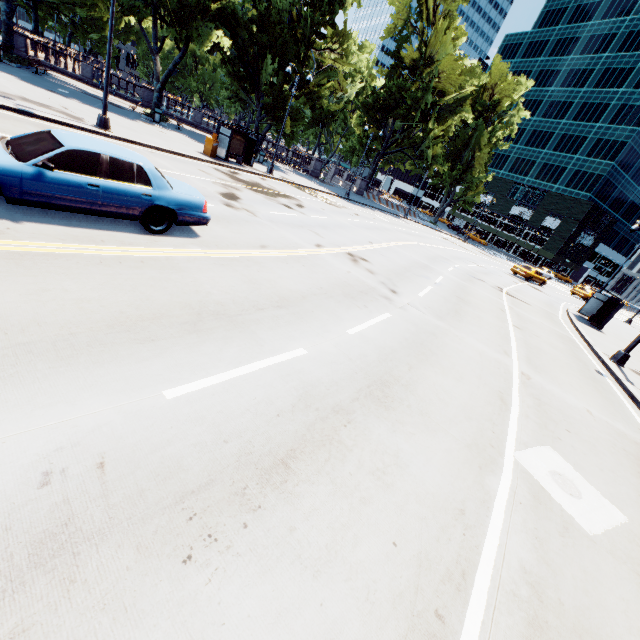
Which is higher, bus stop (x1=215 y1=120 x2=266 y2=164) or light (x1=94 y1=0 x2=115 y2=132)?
bus stop (x1=215 y1=120 x2=266 y2=164)

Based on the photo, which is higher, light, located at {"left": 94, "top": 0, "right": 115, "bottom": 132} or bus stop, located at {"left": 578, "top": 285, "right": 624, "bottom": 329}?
bus stop, located at {"left": 578, "top": 285, "right": 624, "bottom": 329}

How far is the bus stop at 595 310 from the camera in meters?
21.5 m

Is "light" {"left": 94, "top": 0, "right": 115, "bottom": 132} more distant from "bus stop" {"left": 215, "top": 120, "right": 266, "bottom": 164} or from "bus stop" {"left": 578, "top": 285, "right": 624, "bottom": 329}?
"bus stop" {"left": 578, "top": 285, "right": 624, "bottom": 329}

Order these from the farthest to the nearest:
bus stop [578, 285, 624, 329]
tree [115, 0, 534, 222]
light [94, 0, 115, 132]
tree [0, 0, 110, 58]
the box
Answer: tree [115, 0, 534, 222] → tree [0, 0, 110, 58] → bus stop [578, 285, 624, 329] → the box → light [94, 0, 115, 132]

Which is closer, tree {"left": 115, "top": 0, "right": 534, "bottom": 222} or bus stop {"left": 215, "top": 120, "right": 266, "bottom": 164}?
bus stop {"left": 215, "top": 120, "right": 266, "bottom": 164}

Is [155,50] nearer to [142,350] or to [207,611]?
[142,350]

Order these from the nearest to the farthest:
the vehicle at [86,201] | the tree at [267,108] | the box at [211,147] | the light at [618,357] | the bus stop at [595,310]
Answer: the vehicle at [86,201]
the light at [618,357]
the box at [211,147]
the bus stop at [595,310]
the tree at [267,108]
